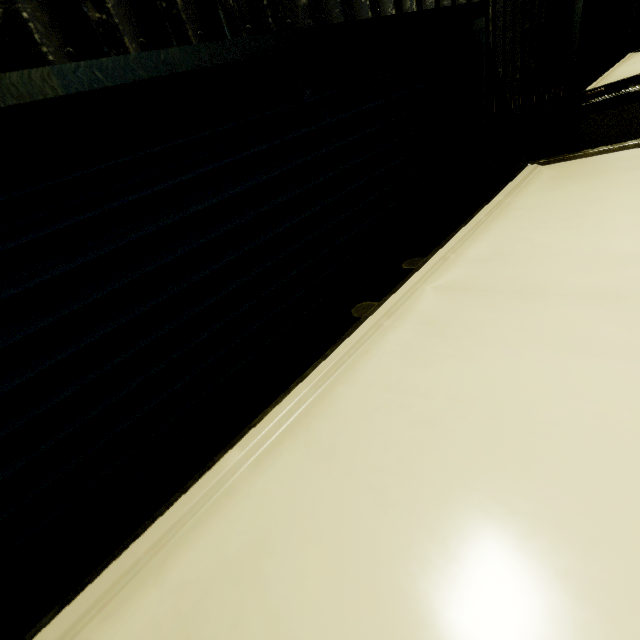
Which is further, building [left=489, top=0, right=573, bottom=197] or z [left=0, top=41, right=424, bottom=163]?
building [left=489, top=0, right=573, bottom=197]

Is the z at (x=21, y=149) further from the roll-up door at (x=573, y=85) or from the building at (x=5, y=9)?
the roll-up door at (x=573, y=85)

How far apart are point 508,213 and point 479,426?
1.14m

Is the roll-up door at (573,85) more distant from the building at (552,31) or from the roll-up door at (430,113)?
the roll-up door at (430,113)

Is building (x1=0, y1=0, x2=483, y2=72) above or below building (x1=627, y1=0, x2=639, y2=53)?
above

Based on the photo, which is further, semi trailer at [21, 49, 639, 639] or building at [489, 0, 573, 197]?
building at [489, 0, 573, 197]

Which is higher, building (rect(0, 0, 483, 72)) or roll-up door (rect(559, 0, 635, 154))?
building (rect(0, 0, 483, 72))

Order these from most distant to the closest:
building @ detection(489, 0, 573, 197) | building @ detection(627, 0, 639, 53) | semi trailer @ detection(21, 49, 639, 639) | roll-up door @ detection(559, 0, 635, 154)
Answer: building @ detection(627, 0, 639, 53), roll-up door @ detection(559, 0, 635, 154), building @ detection(489, 0, 573, 197), semi trailer @ detection(21, 49, 639, 639)
